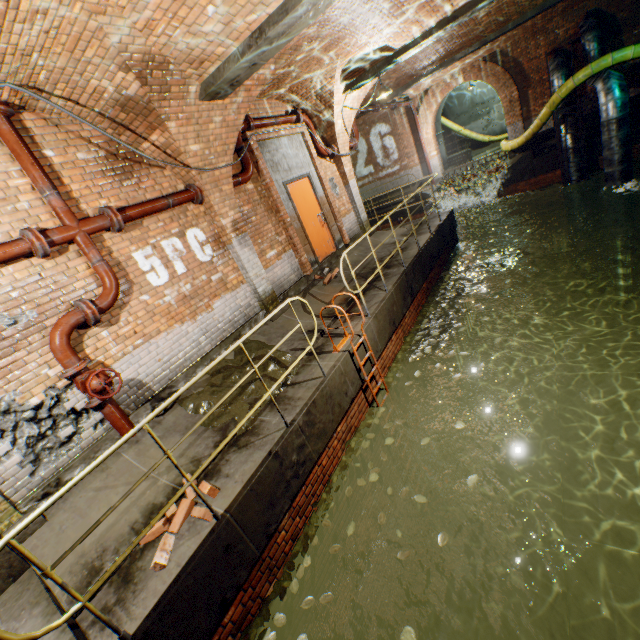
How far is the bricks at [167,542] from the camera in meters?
3.0

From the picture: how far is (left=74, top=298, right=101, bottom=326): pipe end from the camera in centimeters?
419cm

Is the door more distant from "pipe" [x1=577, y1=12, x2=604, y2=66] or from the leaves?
"pipe" [x1=577, y1=12, x2=604, y2=66]

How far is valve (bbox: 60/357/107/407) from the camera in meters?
4.0 m

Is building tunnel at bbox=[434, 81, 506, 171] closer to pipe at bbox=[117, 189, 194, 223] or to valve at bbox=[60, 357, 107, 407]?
pipe at bbox=[117, 189, 194, 223]

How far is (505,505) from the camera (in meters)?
6.91

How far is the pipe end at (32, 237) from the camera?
A: 3.8 meters

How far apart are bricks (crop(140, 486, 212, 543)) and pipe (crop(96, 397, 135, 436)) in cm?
133
